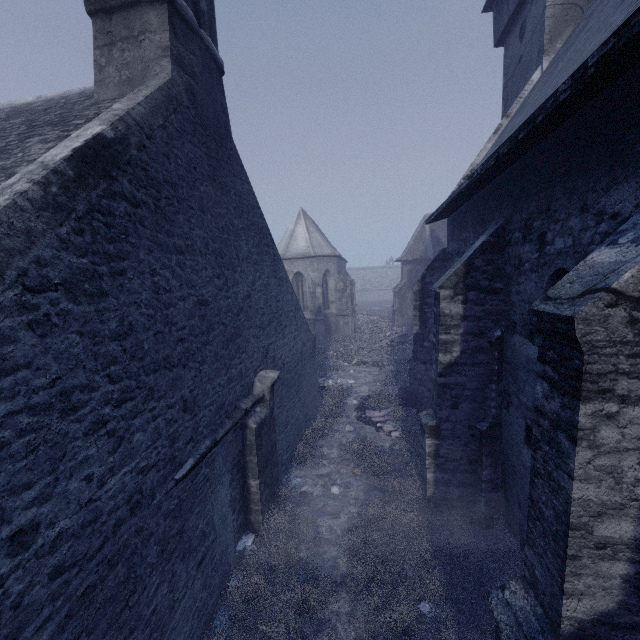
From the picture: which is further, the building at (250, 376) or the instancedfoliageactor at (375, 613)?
the instancedfoliageactor at (375, 613)

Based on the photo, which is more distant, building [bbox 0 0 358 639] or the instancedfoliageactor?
the instancedfoliageactor

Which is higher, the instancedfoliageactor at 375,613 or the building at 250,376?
the building at 250,376

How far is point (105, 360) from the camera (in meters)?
3.10

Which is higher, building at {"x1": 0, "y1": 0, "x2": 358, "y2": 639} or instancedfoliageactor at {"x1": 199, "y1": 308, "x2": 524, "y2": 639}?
building at {"x1": 0, "y1": 0, "x2": 358, "y2": 639}
